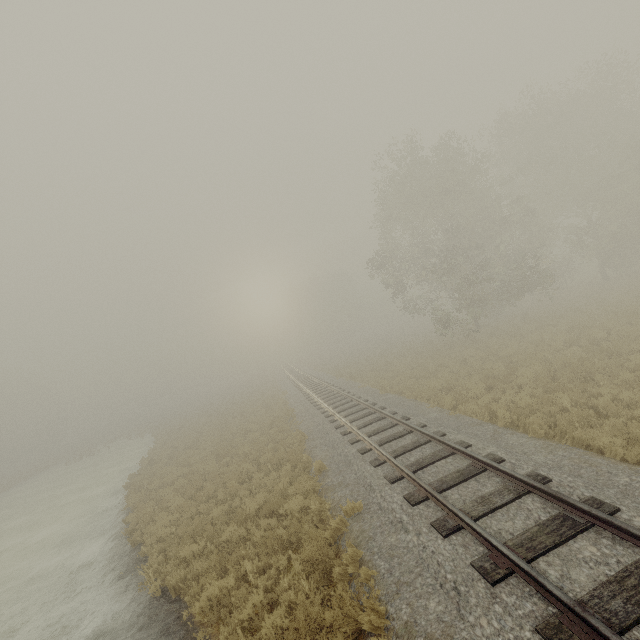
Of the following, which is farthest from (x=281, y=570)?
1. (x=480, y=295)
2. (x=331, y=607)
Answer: (x=480, y=295)
